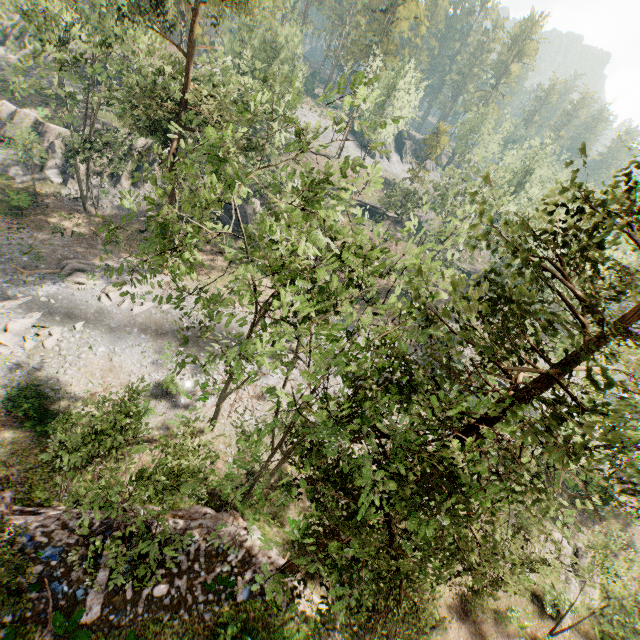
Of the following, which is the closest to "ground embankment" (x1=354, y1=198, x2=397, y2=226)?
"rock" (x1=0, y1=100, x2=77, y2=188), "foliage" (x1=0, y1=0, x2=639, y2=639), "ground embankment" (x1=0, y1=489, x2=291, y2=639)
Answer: "foliage" (x1=0, y1=0, x2=639, y2=639)

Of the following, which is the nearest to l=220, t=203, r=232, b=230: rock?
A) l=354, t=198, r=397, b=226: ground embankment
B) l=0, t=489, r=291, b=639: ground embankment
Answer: l=354, t=198, r=397, b=226: ground embankment

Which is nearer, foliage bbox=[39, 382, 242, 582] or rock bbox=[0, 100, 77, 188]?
foliage bbox=[39, 382, 242, 582]

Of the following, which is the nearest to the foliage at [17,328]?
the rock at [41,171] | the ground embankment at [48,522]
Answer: the ground embankment at [48,522]

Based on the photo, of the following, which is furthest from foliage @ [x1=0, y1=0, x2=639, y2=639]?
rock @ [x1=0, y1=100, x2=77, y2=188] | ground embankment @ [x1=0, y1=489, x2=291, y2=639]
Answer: rock @ [x1=0, y1=100, x2=77, y2=188]

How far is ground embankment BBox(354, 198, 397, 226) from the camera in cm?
5391

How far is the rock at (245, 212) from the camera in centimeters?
3936cm

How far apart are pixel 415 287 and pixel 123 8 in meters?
33.3
